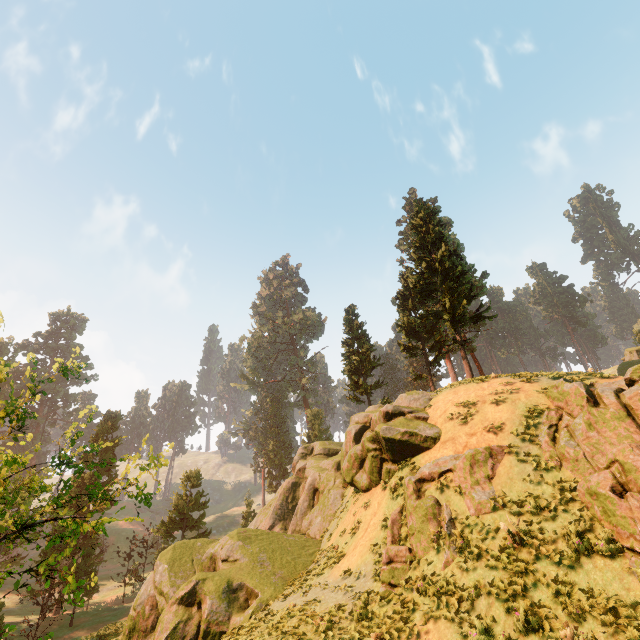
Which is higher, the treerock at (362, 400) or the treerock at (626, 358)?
the treerock at (626, 358)

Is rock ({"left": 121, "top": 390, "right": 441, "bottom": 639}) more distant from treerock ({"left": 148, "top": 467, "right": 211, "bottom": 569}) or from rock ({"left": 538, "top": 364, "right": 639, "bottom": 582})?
rock ({"left": 538, "top": 364, "right": 639, "bottom": 582})

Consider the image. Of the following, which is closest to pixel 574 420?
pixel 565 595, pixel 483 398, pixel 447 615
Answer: pixel 483 398

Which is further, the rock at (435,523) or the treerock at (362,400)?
the treerock at (362,400)

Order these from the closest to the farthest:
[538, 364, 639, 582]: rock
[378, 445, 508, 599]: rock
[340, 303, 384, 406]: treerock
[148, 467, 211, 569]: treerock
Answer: [538, 364, 639, 582]: rock < [378, 445, 508, 599]: rock < [340, 303, 384, 406]: treerock < [148, 467, 211, 569]: treerock

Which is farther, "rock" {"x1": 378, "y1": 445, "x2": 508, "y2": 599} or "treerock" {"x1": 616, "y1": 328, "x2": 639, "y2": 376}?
"treerock" {"x1": 616, "y1": 328, "x2": 639, "y2": 376}

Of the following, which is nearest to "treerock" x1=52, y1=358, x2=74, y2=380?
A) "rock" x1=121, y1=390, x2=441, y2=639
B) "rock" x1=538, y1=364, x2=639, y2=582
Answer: "rock" x1=121, y1=390, x2=441, y2=639

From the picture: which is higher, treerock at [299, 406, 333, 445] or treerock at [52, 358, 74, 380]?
treerock at [299, 406, 333, 445]
